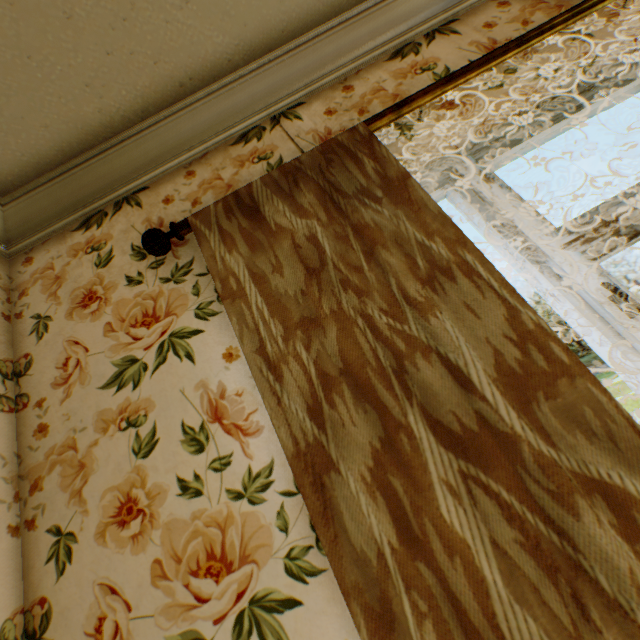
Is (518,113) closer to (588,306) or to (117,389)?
(588,306)
